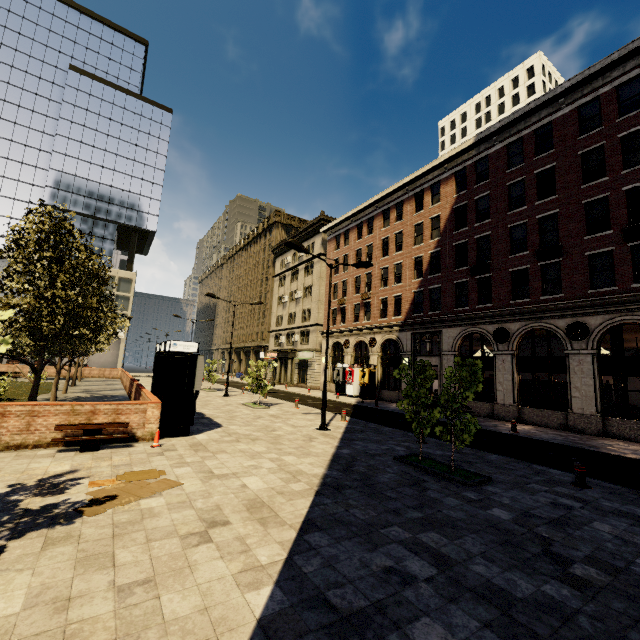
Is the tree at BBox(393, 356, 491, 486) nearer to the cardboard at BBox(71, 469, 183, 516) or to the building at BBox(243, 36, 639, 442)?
the cardboard at BBox(71, 469, 183, 516)

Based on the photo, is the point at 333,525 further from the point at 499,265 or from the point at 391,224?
the point at 391,224

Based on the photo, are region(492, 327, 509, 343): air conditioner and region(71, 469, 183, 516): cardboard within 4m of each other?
no

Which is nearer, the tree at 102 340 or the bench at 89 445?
the bench at 89 445

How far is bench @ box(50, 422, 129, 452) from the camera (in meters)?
8.81

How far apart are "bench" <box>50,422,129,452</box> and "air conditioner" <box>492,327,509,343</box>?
20.33m

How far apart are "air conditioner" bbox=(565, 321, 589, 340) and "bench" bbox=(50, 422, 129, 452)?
20.8m

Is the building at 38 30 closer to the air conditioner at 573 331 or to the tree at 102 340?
the air conditioner at 573 331
